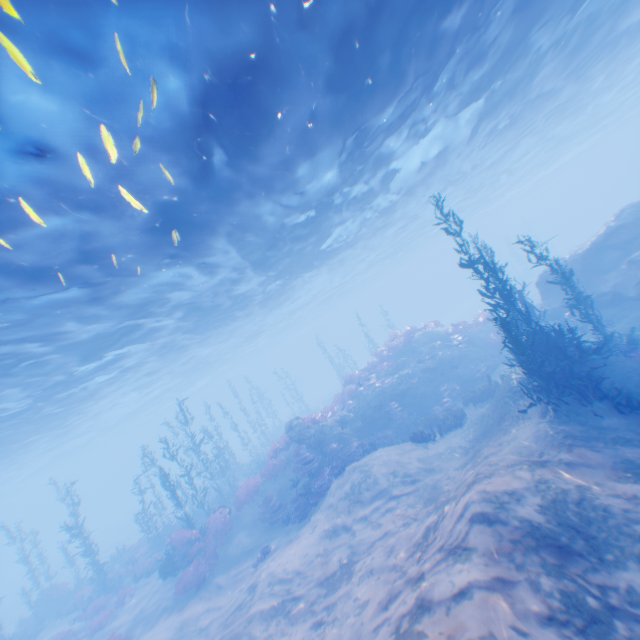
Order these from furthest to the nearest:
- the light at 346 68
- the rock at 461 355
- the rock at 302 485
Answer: the rock at 461 355 < the rock at 302 485 < the light at 346 68

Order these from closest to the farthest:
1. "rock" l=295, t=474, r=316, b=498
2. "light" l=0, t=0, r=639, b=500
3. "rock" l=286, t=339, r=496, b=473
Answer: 1. "light" l=0, t=0, r=639, b=500
2. "rock" l=295, t=474, r=316, b=498
3. "rock" l=286, t=339, r=496, b=473

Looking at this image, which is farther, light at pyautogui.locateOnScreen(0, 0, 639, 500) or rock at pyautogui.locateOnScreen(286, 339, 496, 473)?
rock at pyautogui.locateOnScreen(286, 339, 496, 473)

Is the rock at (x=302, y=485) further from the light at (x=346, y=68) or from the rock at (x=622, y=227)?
the rock at (x=622, y=227)

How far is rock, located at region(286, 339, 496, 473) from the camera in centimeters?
1745cm

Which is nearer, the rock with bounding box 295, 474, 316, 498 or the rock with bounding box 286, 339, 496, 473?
the rock with bounding box 295, 474, 316, 498

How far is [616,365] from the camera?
9.7 meters

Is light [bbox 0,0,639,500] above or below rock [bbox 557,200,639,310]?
above
